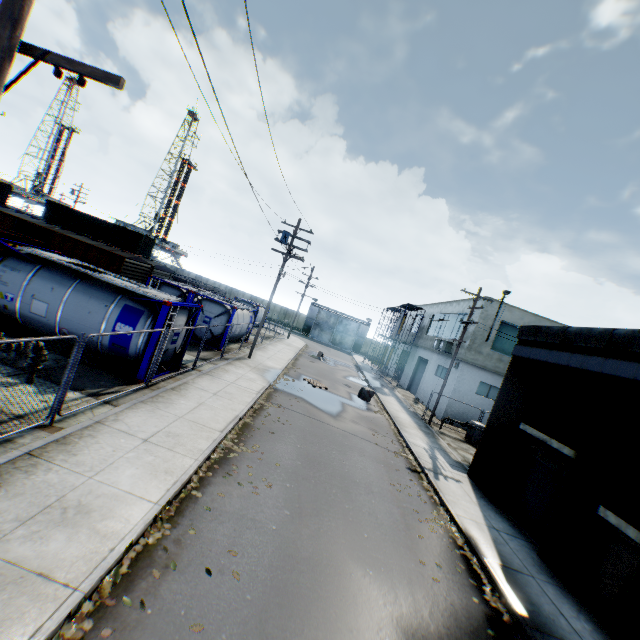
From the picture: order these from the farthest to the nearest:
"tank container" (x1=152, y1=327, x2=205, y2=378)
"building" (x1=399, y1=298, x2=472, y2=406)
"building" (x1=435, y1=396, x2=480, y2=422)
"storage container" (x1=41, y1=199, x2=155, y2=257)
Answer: "storage container" (x1=41, y1=199, x2=155, y2=257) < "building" (x1=399, y1=298, x2=472, y2=406) < "building" (x1=435, y1=396, x2=480, y2=422) < "tank container" (x1=152, y1=327, x2=205, y2=378)

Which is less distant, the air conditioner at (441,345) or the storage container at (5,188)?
the air conditioner at (441,345)

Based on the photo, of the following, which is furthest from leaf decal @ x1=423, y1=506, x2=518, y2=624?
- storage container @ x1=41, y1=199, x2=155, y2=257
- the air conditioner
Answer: Answer: storage container @ x1=41, y1=199, x2=155, y2=257

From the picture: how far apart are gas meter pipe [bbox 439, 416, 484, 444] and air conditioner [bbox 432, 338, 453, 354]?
5.77m

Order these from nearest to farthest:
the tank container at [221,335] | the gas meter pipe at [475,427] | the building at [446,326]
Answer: the tank container at [221,335], the gas meter pipe at [475,427], the building at [446,326]

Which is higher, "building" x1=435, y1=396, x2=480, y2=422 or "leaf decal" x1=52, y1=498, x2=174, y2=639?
"building" x1=435, y1=396, x2=480, y2=422

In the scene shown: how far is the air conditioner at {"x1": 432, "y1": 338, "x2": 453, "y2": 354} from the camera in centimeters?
2598cm

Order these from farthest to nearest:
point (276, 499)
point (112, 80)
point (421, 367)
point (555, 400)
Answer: point (421, 367) < point (555, 400) < point (276, 499) < point (112, 80)
